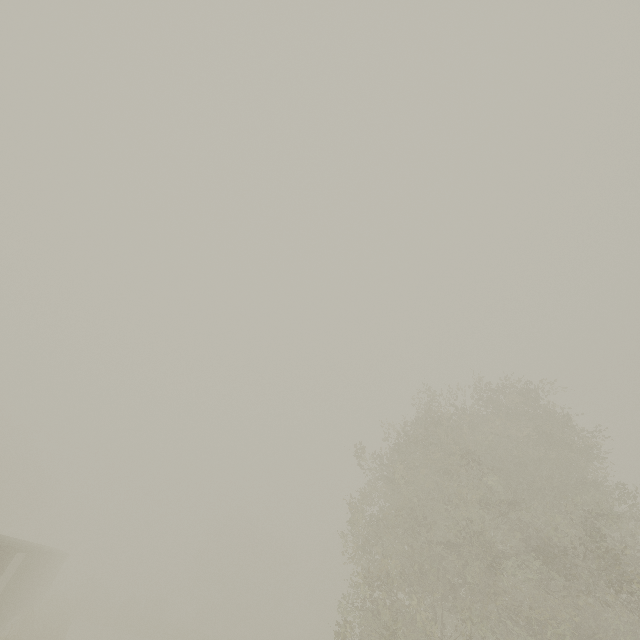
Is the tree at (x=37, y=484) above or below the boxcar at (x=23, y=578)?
above

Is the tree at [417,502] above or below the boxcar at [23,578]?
above

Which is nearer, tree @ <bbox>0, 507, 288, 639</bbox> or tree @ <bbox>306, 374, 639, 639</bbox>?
tree @ <bbox>306, 374, 639, 639</bbox>

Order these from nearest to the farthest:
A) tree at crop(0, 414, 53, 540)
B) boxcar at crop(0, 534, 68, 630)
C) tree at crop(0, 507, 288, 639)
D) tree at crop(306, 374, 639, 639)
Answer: tree at crop(306, 374, 639, 639)
boxcar at crop(0, 534, 68, 630)
tree at crop(0, 507, 288, 639)
tree at crop(0, 414, 53, 540)

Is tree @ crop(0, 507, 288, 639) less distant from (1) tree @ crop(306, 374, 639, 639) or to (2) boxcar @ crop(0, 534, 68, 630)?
(2) boxcar @ crop(0, 534, 68, 630)

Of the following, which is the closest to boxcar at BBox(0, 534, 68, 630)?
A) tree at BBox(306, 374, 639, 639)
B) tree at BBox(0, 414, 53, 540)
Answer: tree at BBox(306, 374, 639, 639)

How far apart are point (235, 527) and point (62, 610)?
29.0m

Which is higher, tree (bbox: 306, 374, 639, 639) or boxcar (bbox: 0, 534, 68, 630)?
tree (bbox: 306, 374, 639, 639)
